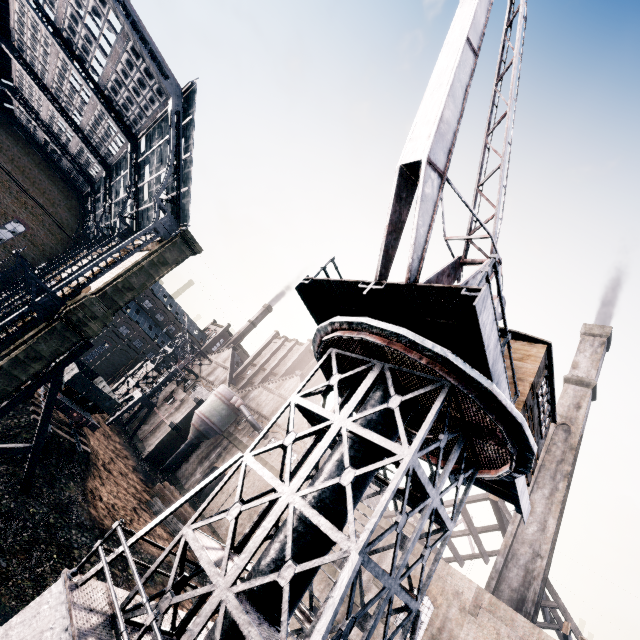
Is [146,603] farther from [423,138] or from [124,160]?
[124,160]

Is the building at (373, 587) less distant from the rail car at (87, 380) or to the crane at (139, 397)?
the crane at (139, 397)

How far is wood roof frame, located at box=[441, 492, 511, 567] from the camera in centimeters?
3353cm

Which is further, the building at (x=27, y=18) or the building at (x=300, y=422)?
the building at (x=300, y=422)

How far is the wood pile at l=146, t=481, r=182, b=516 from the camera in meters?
31.3 m

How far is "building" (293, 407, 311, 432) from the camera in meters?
40.3 m
